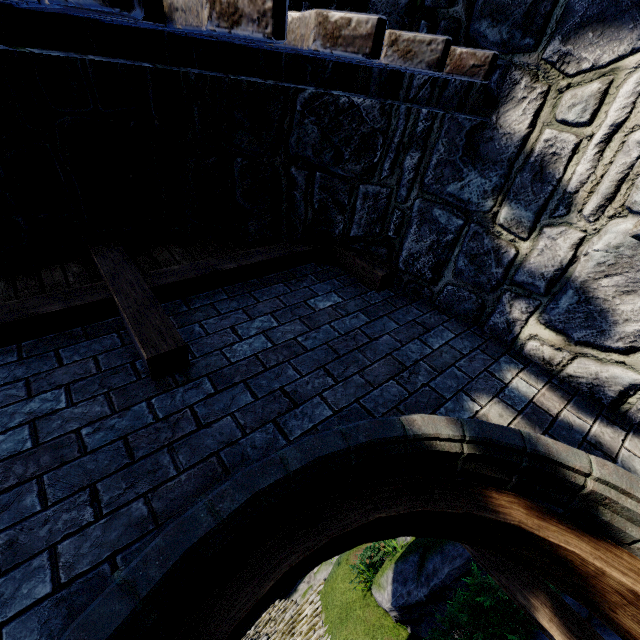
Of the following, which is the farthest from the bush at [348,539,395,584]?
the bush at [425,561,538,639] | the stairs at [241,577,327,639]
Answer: the bush at [425,561,538,639]

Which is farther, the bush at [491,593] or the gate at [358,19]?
the bush at [491,593]

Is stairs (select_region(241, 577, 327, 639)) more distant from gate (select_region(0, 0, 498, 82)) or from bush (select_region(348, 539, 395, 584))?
gate (select_region(0, 0, 498, 82))

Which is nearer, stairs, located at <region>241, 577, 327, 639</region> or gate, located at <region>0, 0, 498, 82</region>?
gate, located at <region>0, 0, 498, 82</region>

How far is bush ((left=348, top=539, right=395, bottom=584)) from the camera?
11.46m

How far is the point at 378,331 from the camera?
2.8m

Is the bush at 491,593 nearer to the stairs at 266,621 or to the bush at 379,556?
the bush at 379,556
